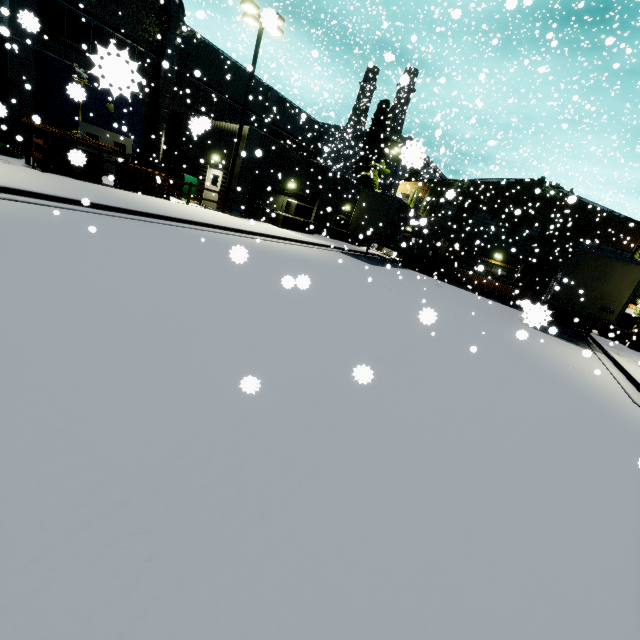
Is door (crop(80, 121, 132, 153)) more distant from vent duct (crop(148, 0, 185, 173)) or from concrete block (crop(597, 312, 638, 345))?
concrete block (crop(597, 312, 638, 345))

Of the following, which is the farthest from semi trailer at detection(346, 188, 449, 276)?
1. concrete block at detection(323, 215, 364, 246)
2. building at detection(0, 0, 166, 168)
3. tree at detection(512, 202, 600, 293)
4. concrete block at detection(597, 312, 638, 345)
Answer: concrete block at detection(323, 215, 364, 246)

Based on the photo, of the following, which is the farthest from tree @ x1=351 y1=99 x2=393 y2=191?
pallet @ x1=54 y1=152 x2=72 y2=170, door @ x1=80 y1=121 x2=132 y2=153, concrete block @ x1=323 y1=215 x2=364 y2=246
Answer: pallet @ x1=54 y1=152 x2=72 y2=170

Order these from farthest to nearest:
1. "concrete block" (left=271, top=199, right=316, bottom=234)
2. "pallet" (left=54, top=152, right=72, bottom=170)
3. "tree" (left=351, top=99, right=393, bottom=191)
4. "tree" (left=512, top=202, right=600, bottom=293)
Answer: "tree" (left=351, top=99, right=393, bottom=191) → "tree" (left=512, top=202, right=600, bottom=293) → "concrete block" (left=271, top=199, right=316, bottom=234) → "pallet" (left=54, top=152, right=72, bottom=170)

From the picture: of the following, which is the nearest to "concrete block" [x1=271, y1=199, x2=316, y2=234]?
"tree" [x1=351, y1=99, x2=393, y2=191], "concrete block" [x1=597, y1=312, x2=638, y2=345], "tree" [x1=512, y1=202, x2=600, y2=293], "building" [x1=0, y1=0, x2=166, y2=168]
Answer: "building" [x1=0, y1=0, x2=166, y2=168]

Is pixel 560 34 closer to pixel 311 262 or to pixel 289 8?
pixel 311 262

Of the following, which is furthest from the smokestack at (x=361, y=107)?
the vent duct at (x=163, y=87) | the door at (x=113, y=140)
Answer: the door at (x=113, y=140)

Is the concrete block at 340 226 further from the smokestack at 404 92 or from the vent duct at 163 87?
the vent duct at 163 87
